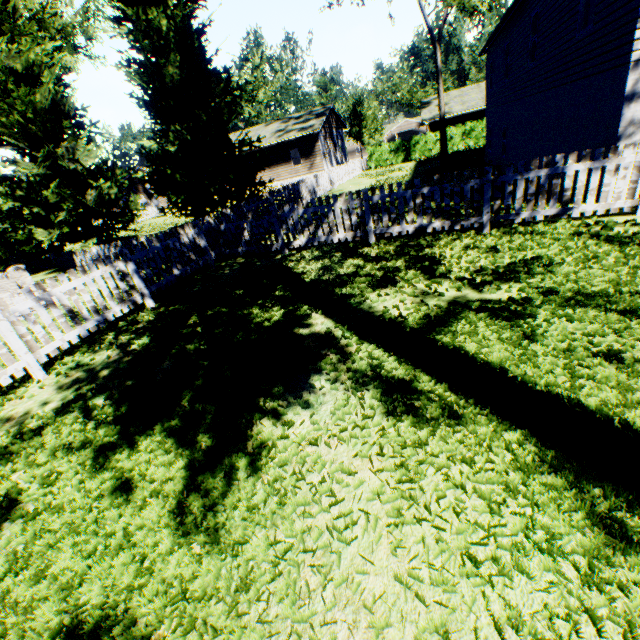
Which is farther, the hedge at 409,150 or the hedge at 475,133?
the hedge at 409,150

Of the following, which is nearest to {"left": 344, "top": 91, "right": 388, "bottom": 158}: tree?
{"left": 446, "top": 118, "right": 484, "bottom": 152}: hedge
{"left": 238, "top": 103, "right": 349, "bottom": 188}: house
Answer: {"left": 238, "top": 103, "right": 349, "bottom": 188}: house

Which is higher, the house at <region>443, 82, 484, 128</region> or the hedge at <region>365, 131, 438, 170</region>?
the house at <region>443, 82, 484, 128</region>

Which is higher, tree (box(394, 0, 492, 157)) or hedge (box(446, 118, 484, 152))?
tree (box(394, 0, 492, 157))

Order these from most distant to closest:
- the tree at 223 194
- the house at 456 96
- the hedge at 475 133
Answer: the house at 456 96, the hedge at 475 133, the tree at 223 194

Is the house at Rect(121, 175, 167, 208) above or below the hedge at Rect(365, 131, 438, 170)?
above

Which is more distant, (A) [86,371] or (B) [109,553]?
(A) [86,371]

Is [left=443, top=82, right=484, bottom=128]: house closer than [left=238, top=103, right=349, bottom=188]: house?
No
